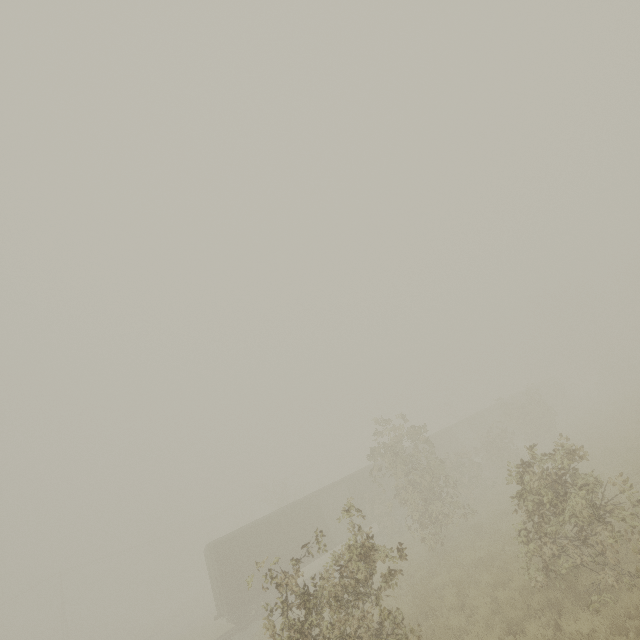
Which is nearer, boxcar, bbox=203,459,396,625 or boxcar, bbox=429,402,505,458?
boxcar, bbox=203,459,396,625

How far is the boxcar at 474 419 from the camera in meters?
32.8

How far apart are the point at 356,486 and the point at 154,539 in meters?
41.2

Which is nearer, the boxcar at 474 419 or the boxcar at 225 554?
the boxcar at 225 554

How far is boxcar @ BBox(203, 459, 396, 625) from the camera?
19.4 meters
